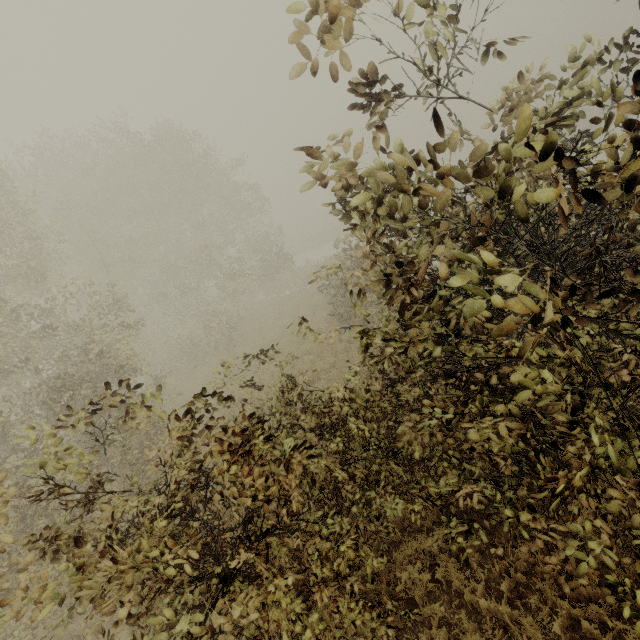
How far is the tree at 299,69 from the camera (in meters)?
2.32

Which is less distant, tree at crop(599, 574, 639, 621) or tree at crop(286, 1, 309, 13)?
tree at crop(286, 1, 309, 13)

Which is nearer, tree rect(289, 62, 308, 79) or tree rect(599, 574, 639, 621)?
tree rect(289, 62, 308, 79)

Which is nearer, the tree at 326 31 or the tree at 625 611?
the tree at 326 31

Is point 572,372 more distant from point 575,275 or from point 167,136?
point 167,136

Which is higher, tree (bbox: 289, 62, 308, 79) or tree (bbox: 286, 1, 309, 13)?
tree (bbox: 286, 1, 309, 13)

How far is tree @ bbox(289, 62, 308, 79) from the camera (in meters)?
2.32
